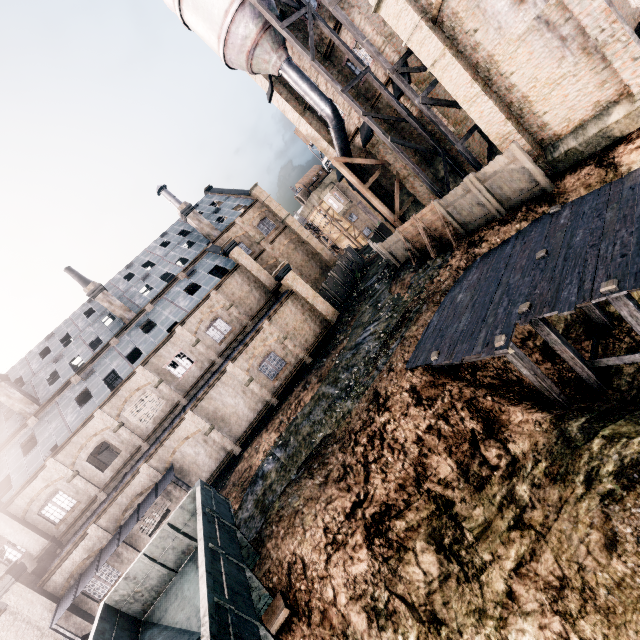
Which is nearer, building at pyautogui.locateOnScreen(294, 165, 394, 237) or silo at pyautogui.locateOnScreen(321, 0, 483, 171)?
silo at pyautogui.locateOnScreen(321, 0, 483, 171)

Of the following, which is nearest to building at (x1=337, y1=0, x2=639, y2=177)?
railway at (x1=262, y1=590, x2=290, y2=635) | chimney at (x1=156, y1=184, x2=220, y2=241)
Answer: chimney at (x1=156, y1=184, x2=220, y2=241)

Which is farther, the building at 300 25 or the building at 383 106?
the building at 383 106

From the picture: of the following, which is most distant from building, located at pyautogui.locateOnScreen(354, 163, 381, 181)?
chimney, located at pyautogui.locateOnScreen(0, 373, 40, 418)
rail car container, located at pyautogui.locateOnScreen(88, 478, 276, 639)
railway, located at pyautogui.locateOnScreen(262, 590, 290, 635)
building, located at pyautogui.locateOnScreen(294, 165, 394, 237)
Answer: chimney, located at pyautogui.locateOnScreen(0, 373, 40, 418)

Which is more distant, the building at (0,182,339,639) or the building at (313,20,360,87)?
the building at (0,182,339,639)

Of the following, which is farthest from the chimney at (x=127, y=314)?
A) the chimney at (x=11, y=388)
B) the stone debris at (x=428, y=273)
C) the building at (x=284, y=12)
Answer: the stone debris at (x=428, y=273)

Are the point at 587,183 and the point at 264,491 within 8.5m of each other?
no

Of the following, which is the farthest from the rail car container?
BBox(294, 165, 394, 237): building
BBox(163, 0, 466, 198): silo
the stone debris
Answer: BBox(163, 0, 466, 198): silo
